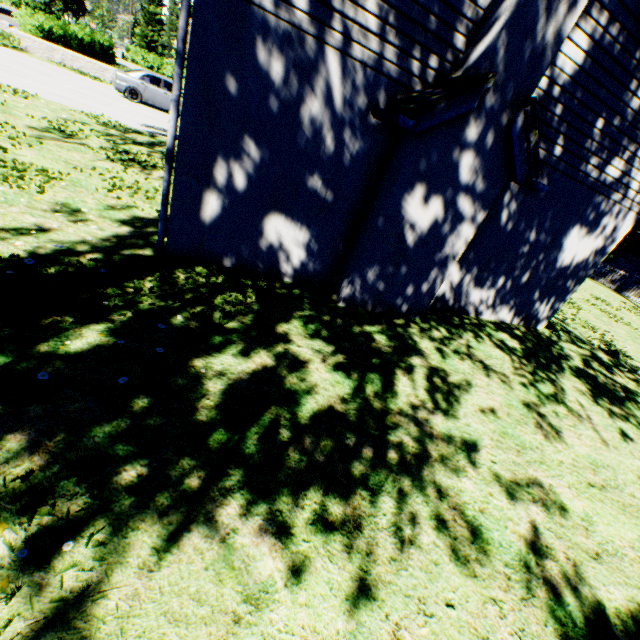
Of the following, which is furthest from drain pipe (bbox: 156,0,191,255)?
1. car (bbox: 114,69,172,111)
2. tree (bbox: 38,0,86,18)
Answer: car (bbox: 114,69,172,111)

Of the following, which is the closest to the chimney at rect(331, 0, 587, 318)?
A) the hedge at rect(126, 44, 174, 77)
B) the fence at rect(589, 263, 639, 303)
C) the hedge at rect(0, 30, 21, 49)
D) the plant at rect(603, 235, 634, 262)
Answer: the fence at rect(589, 263, 639, 303)

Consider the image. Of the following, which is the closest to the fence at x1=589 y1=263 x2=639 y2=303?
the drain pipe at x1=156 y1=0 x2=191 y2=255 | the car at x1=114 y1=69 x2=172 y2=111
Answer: the drain pipe at x1=156 y1=0 x2=191 y2=255

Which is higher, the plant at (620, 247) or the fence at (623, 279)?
the plant at (620, 247)

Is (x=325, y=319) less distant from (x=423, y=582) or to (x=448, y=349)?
(x=448, y=349)

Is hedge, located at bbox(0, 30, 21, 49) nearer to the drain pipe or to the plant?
the drain pipe

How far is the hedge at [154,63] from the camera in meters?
41.9

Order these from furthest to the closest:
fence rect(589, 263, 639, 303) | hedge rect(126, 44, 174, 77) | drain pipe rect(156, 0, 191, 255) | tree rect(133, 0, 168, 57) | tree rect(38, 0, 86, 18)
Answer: tree rect(133, 0, 168, 57) < tree rect(38, 0, 86, 18) < hedge rect(126, 44, 174, 77) < fence rect(589, 263, 639, 303) < drain pipe rect(156, 0, 191, 255)
